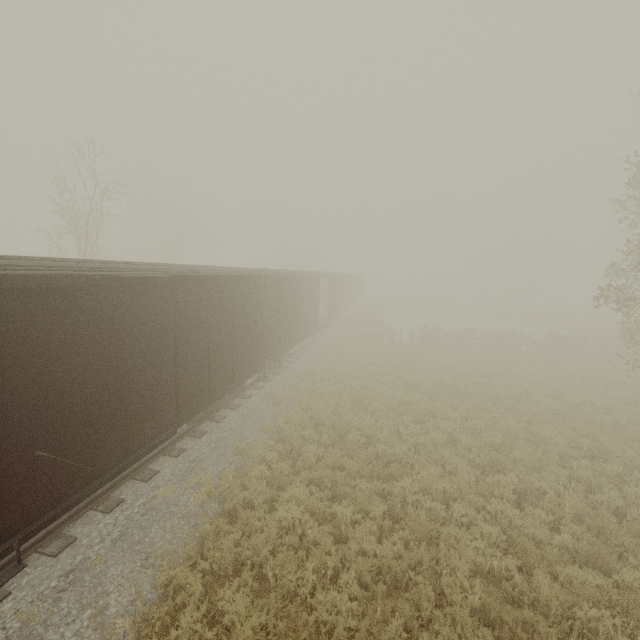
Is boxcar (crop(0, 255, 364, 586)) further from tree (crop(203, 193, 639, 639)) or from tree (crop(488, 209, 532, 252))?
tree (crop(488, 209, 532, 252))

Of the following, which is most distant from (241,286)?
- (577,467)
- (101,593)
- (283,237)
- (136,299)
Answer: (283,237)

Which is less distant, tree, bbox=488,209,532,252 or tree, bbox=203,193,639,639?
tree, bbox=203,193,639,639

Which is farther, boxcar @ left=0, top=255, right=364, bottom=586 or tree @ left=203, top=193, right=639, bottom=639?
tree @ left=203, top=193, right=639, bottom=639

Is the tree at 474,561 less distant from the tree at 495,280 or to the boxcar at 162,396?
the tree at 495,280

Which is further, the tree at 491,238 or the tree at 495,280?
the tree at 495,280

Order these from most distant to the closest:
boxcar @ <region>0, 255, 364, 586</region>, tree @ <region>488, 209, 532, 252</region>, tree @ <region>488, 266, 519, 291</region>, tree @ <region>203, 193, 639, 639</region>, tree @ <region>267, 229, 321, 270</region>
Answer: tree @ <region>488, 266, 519, 291</region> → tree @ <region>488, 209, 532, 252</region> → tree @ <region>267, 229, 321, 270</region> → tree @ <region>203, 193, 639, 639</region> → boxcar @ <region>0, 255, 364, 586</region>

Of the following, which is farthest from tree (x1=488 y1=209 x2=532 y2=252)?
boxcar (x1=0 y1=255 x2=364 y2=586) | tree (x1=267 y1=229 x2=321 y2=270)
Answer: tree (x1=267 y1=229 x2=321 y2=270)
